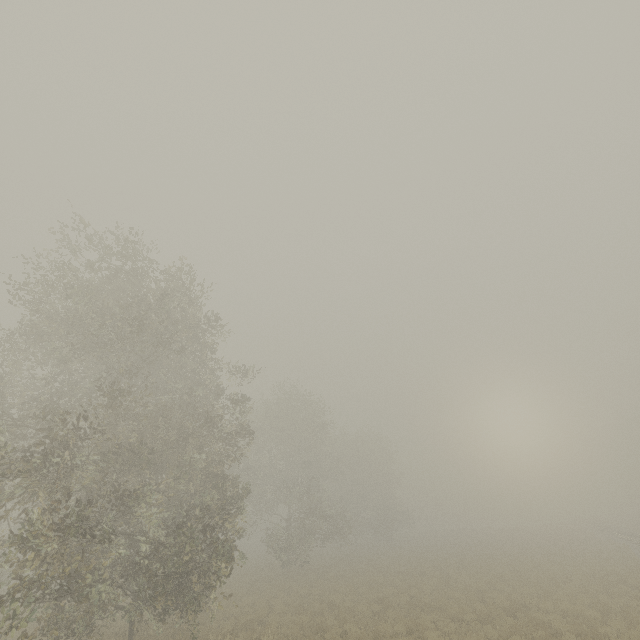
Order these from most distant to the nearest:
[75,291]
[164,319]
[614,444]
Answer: [614,444] → [164,319] → [75,291]
